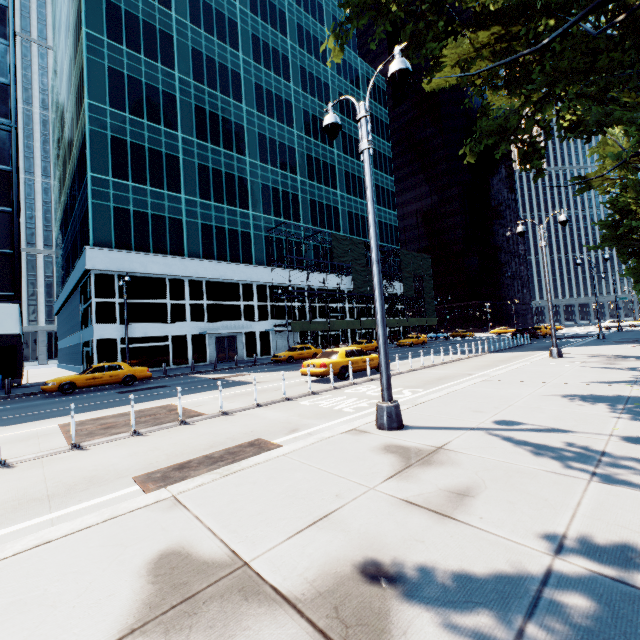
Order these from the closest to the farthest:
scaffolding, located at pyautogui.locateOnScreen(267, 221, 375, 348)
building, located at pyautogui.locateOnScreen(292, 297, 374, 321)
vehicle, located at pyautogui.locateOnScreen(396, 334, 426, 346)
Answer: scaffolding, located at pyautogui.locateOnScreen(267, 221, 375, 348) → vehicle, located at pyautogui.locateOnScreen(396, 334, 426, 346) → building, located at pyautogui.locateOnScreen(292, 297, 374, 321)

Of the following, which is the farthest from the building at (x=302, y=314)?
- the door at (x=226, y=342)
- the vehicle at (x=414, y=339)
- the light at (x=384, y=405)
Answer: the light at (x=384, y=405)

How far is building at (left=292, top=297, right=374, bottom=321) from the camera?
42.50m

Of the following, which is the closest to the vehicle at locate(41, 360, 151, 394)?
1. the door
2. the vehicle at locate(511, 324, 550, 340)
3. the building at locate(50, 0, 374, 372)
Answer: the building at locate(50, 0, 374, 372)

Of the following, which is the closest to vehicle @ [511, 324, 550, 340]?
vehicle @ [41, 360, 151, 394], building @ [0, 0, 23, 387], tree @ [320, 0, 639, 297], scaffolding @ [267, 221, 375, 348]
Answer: tree @ [320, 0, 639, 297]

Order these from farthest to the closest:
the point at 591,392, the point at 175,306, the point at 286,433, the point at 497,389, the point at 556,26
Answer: the point at 175,306, the point at 556,26, the point at 497,389, the point at 591,392, the point at 286,433

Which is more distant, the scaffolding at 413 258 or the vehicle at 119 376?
the scaffolding at 413 258

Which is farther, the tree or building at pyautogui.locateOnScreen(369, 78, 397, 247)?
building at pyautogui.locateOnScreen(369, 78, 397, 247)
